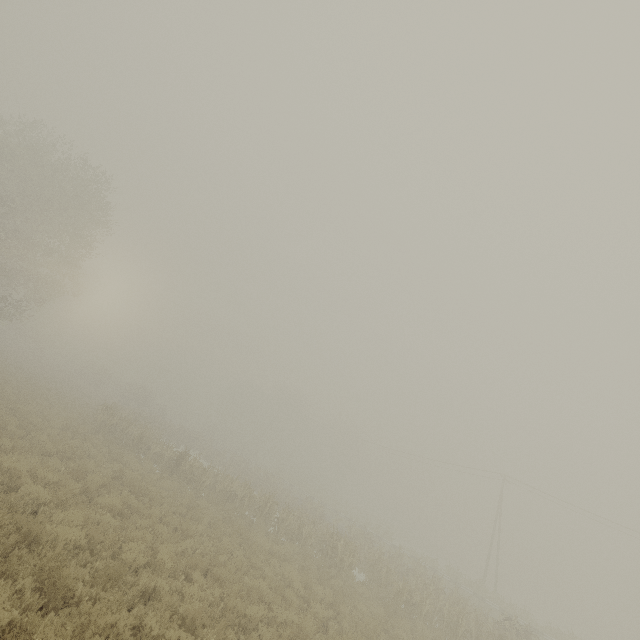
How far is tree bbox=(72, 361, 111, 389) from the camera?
49.44m

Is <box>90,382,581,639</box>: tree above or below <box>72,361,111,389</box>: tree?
below

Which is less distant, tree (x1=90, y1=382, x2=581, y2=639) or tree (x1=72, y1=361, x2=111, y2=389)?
tree (x1=90, y1=382, x2=581, y2=639)

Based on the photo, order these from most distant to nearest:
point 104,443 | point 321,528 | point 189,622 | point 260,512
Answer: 1. point 321,528
2. point 260,512
3. point 104,443
4. point 189,622

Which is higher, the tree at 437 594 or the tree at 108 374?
the tree at 108 374

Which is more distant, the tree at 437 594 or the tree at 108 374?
the tree at 108 374
